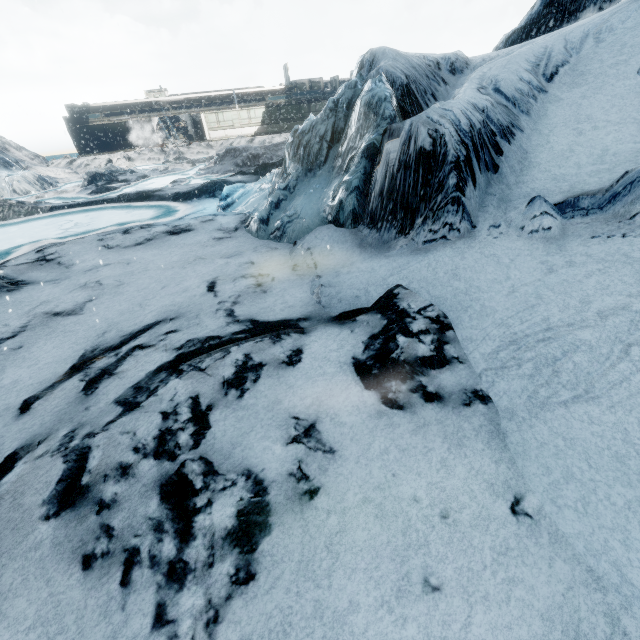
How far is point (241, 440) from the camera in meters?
4.0 m
